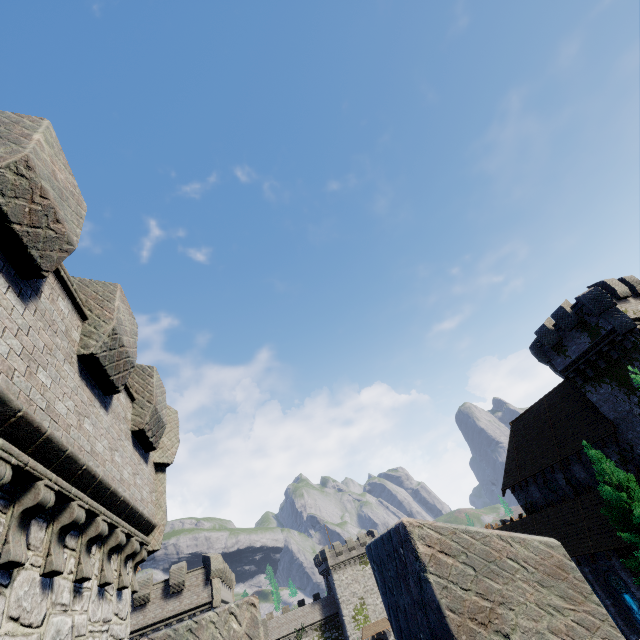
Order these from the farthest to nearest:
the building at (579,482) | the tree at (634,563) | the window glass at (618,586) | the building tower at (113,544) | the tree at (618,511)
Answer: the building at (579,482)
the window glass at (618,586)
the tree at (618,511)
the tree at (634,563)
the building tower at (113,544)

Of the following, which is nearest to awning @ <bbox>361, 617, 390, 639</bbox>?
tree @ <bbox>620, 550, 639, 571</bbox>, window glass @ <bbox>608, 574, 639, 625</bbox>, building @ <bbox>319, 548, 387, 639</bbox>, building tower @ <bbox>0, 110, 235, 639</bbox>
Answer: building @ <bbox>319, 548, 387, 639</bbox>

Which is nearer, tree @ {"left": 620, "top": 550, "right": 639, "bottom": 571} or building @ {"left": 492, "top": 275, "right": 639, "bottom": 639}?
tree @ {"left": 620, "top": 550, "right": 639, "bottom": 571}

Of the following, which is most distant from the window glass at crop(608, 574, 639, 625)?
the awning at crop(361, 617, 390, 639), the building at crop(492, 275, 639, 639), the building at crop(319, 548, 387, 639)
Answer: Result: the building at crop(319, 548, 387, 639)

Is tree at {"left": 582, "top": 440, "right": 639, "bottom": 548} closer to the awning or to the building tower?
the building tower

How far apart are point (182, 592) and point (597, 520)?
35.68m

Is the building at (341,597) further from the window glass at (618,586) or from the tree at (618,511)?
the tree at (618,511)

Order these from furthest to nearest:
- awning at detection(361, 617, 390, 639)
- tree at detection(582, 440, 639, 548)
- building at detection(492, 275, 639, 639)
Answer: awning at detection(361, 617, 390, 639) → building at detection(492, 275, 639, 639) → tree at detection(582, 440, 639, 548)
